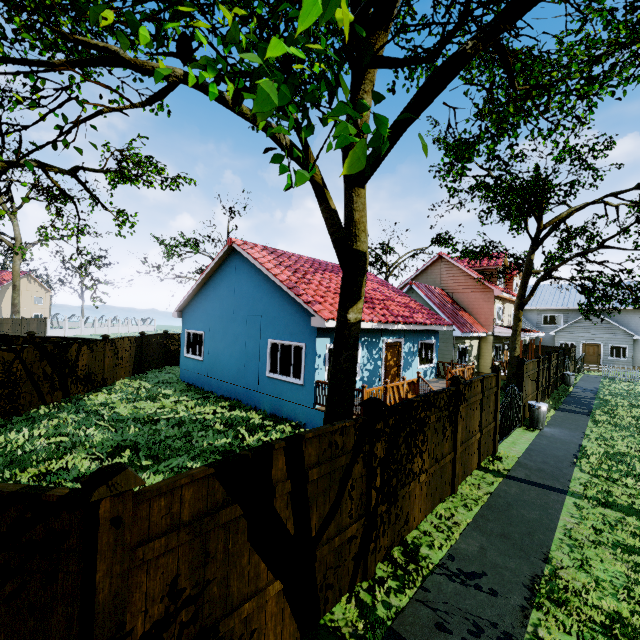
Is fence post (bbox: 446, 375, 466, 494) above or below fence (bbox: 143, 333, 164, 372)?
above

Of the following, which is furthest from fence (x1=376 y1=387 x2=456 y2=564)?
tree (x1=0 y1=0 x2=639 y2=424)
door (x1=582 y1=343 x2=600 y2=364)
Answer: door (x1=582 y1=343 x2=600 y2=364)

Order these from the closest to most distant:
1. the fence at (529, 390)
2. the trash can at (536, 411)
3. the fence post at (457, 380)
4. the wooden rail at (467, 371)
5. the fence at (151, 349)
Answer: the fence post at (457, 380)
the trash can at (536, 411)
the fence at (529, 390)
the wooden rail at (467, 371)
the fence at (151, 349)

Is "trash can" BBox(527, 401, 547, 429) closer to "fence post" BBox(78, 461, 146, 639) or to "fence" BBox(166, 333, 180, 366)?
"fence" BBox(166, 333, 180, 366)

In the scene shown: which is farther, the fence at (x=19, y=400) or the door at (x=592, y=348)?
the door at (x=592, y=348)

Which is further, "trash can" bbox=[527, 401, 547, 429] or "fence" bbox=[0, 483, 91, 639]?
"trash can" bbox=[527, 401, 547, 429]

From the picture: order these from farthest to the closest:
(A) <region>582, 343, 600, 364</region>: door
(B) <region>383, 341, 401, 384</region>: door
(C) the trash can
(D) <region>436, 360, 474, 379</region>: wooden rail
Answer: (A) <region>582, 343, 600, 364</region>: door → (D) <region>436, 360, 474, 379</region>: wooden rail → (B) <region>383, 341, 401, 384</region>: door → (C) the trash can

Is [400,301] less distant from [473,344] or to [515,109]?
[473,344]
